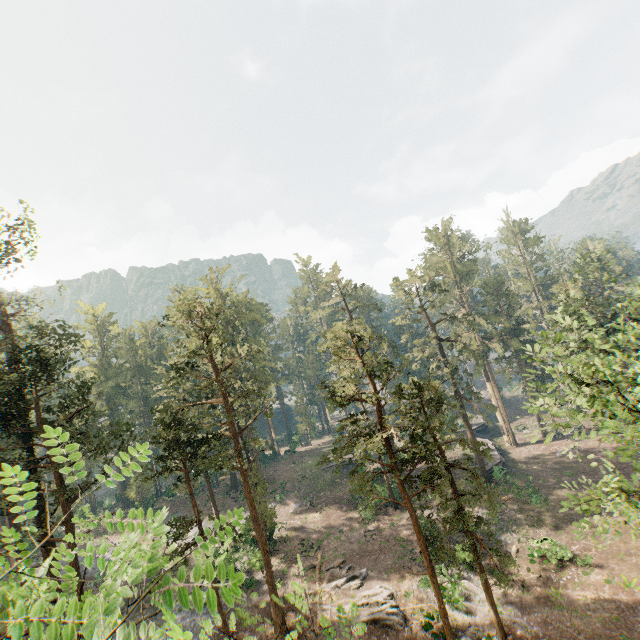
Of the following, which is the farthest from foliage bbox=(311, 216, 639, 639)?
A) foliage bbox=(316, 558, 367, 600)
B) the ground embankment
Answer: foliage bbox=(316, 558, 367, 600)

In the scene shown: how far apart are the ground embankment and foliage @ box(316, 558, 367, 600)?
20.0 meters

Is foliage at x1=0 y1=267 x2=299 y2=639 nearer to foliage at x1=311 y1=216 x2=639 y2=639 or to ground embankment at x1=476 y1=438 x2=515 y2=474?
foliage at x1=311 y1=216 x2=639 y2=639

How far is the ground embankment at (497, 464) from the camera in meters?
36.3

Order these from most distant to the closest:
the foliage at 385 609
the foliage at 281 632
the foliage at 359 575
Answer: the foliage at 359 575 → the foliage at 385 609 → the foliage at 281 632

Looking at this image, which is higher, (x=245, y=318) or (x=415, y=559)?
(x=245, y=318)

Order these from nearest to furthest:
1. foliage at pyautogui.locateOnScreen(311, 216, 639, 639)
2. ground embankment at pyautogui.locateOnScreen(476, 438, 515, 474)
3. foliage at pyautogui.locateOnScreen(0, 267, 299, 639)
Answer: foliage at pyautogui.locateOnScreen(0, 267, 299, 639), foliage at pyautogui.locateOnScreen(311, 216, 639, 639), ground embankment at pyautogui.locateOnScreen(476, 438, 515, 474)

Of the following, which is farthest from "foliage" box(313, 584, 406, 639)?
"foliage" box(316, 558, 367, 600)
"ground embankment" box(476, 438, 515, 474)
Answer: "ground embankment" box(476, 438, 515, 474)
